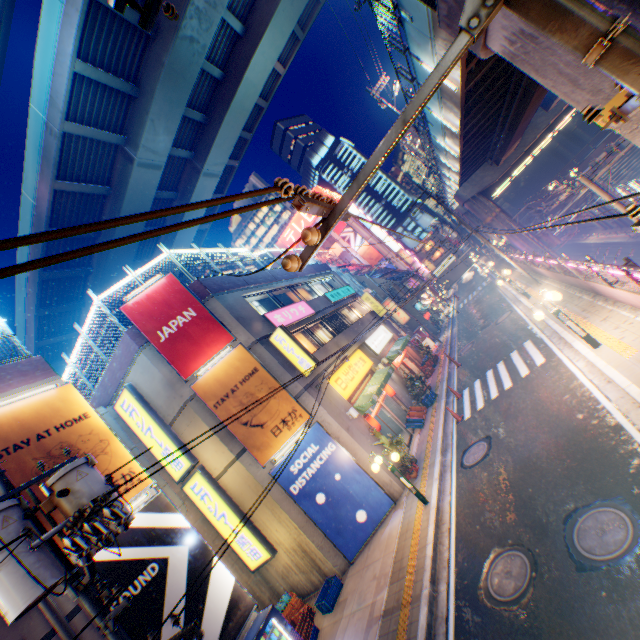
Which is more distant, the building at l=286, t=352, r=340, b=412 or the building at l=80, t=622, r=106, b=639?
the building at l=286, t=352, r=340, b=412

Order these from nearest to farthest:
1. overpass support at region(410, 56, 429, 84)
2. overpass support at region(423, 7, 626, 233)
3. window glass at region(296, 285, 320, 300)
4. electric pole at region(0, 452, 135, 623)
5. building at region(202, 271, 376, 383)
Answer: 1. electric pole at region(0, 452, 135, 623)
2. overpass support at region(423, 7, 626, 233)
3. overpass support at region(410, 56, 429, 84)
4. building at region(202, 271, 376, 383)
5. window glass at region(296, 285, 320, 300)

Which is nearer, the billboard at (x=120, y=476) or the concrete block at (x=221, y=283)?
the billboard at (x=120, y=476)

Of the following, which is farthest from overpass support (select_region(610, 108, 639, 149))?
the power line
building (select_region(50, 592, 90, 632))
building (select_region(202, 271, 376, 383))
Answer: building (select_region(50, 592, 90, 632))

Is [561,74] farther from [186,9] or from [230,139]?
[230,139]

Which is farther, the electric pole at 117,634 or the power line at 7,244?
the electric pole at 117,634

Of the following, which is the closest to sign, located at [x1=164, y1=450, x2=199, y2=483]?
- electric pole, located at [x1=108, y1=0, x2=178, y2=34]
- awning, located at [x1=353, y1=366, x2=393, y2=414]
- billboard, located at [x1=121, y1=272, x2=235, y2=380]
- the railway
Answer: billboard, located at [x1=121, y1=272, x2=235, y2=380]

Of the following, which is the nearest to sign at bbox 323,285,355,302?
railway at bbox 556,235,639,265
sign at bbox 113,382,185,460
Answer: sign at bbox 113,382,185,460
